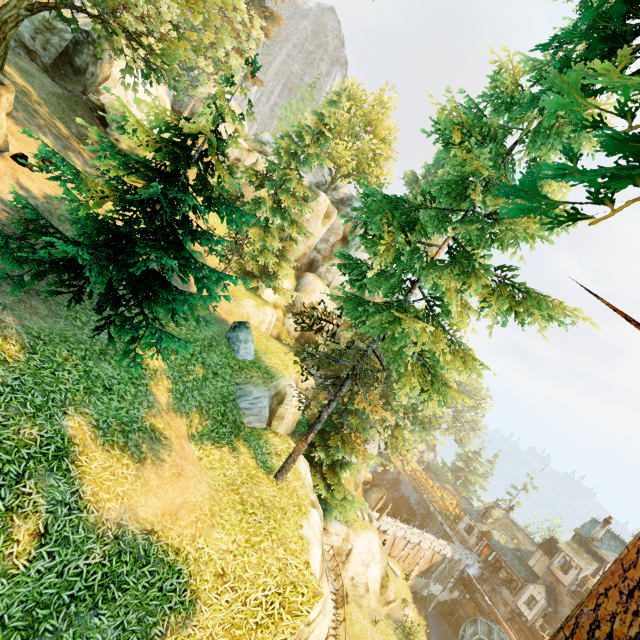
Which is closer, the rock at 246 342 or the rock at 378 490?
the rock at 246 342

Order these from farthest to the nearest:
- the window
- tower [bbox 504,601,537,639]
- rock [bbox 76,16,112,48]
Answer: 1. the window
2. tower [bbox 504,601,537,639]
3. rock [bbox 76,16,112,48]

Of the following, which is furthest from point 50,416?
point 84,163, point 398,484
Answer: point 398,484

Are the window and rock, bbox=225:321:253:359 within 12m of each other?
no

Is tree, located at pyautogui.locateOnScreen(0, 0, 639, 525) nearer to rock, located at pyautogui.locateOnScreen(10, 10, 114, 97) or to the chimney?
rock, located at pyautogui.locateOnScreen(10, 10, 114, 97)

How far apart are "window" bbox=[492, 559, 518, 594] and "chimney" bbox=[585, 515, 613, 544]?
9.3m

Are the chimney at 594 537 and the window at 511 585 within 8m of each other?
no

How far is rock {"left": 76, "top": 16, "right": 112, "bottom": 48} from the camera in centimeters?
1972cm
